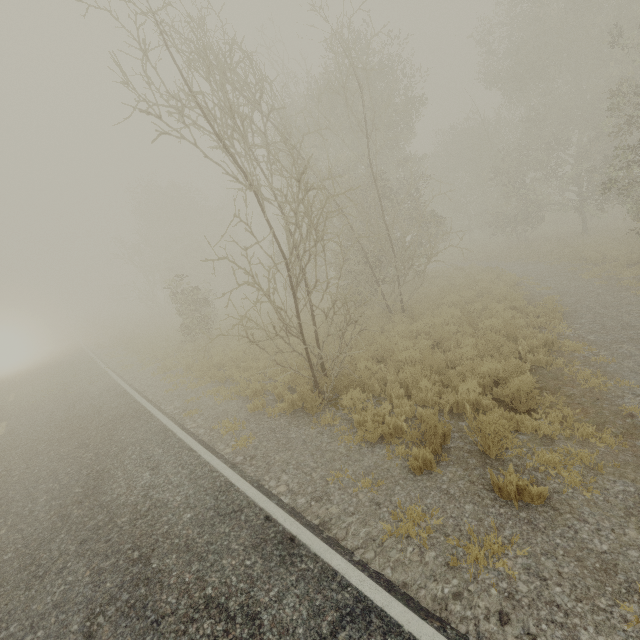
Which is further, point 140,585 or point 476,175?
point 476,175

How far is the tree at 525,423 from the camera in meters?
5.0

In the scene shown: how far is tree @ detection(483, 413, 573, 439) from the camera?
5.0 meters
